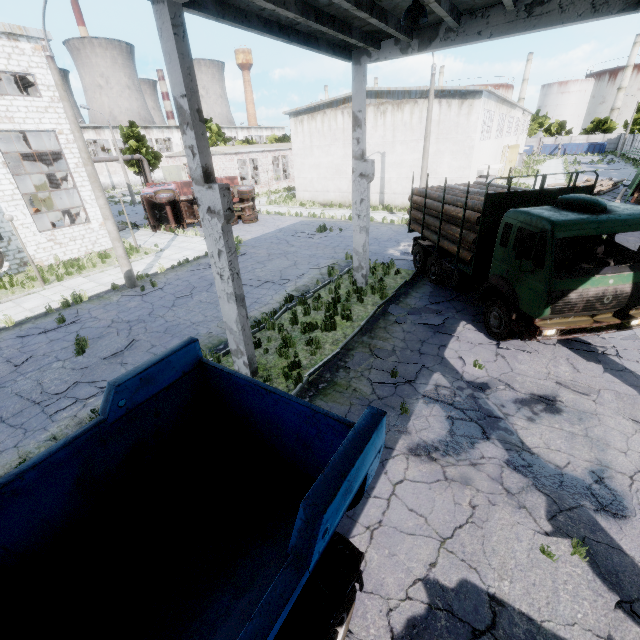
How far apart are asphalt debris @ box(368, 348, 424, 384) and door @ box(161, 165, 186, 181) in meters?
42.3 m

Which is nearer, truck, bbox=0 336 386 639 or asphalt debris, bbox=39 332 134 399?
truck, bbox=0 336 386 639

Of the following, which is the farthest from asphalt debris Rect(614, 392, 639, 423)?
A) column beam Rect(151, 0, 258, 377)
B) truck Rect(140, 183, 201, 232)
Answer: truck Rect(140, 183, 201, 232)

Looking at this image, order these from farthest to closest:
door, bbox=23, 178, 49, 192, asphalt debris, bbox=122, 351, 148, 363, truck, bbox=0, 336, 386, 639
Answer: door, bbox=23, 178, 49, 192 → asphalt debris, bbox=122, 351, 148, 363 → truck, bbox=0, 336, 386, 639

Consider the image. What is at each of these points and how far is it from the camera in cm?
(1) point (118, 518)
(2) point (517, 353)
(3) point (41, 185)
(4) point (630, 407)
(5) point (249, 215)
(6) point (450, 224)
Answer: (1) truck, 350
(2) asphalt debris, 891
(3) door, 2817
(4) asphalt debris, 704
(5) truck, 2636
(6) log pile, 1119

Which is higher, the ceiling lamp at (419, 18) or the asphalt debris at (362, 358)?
the ceiling lamp at (419, 18)

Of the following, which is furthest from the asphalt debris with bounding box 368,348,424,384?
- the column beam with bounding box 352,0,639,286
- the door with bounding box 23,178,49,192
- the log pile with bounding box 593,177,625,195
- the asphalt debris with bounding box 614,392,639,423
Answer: the door with bounding box 23,178,49,192

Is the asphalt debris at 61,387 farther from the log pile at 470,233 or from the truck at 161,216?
the truck at 161,216
